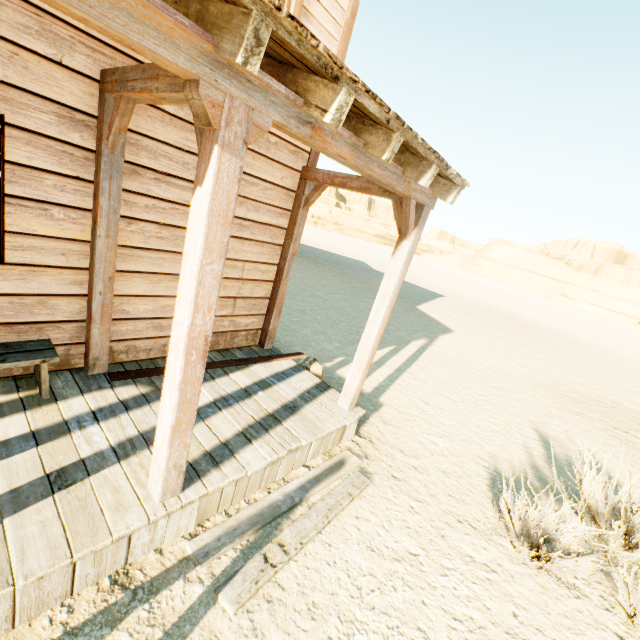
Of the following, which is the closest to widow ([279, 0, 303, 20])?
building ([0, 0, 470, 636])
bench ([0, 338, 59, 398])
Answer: building ([0, 0, 470, 636])

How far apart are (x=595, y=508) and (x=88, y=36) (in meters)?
6.96

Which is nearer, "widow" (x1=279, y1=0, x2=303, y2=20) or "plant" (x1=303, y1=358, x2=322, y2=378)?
"widow" (x1=279, y1=0, x2=303, y2=20)

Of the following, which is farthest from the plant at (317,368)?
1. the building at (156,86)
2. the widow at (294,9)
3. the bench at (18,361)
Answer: the widow at (294,9)

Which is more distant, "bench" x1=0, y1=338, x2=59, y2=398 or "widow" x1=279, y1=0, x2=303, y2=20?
"widow" x1=279, y1=0, x2=303, y2=20

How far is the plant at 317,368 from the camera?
5.03m

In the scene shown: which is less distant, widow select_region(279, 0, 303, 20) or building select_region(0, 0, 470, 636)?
building select_region(0, 0, 470, 636)

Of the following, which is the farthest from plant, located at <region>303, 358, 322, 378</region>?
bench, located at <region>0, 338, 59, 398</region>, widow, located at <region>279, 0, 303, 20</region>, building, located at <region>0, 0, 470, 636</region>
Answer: widow, located at <region>279, 0, 303, 20</region>
